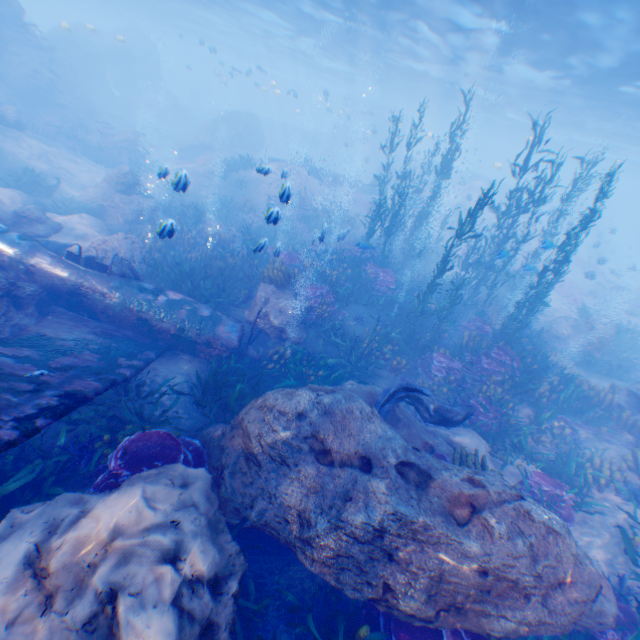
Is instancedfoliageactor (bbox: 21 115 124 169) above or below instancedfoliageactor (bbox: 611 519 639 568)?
above

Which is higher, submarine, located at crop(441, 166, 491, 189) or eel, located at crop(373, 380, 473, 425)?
submarine, located at crop(441, 166, 491, 189)

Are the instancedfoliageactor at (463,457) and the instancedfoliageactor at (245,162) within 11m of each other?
no

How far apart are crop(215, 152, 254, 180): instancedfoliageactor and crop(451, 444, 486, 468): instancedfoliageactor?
21.96m

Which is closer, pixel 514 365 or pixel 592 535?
pixel 592 535

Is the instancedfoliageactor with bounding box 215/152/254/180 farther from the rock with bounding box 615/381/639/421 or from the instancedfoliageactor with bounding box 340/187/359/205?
the instancedfoliageactor with bounding box 340/187/359/205

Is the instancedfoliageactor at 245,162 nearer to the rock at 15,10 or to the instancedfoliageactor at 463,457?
the rock at 15,10

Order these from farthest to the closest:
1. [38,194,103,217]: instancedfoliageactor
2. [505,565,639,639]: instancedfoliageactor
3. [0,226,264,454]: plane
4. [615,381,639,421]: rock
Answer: [38,194,103,217]: instancedfoliageactor, [615,381,639,421]: rock, [505,565,639,639]: instancedfoliageactor, [0,226,264,454]: plane
